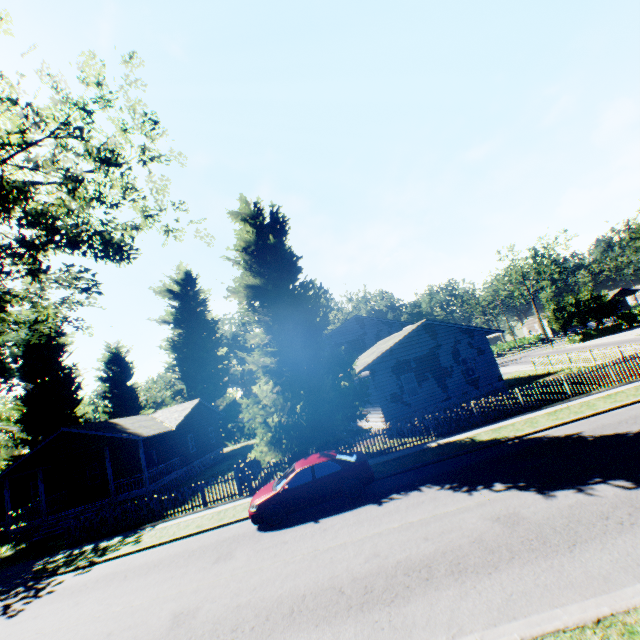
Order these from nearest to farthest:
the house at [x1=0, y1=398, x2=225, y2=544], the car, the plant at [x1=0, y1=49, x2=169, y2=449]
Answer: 1. the plant at [x1=0, y1=49, x2=169, y2=449]
2. the car
3. the house at [x1=0, y1=398, x2=225, y2=544]

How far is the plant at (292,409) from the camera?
15.8m

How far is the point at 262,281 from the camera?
18.1 meters

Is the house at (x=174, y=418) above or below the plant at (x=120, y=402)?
below

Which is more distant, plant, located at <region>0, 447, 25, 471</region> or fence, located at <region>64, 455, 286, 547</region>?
plant, located at <region>0, 447, 25, 471</region>

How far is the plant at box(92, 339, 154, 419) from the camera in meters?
39.7 m

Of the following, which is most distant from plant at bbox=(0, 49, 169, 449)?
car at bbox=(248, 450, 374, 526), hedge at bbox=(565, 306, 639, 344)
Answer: hedge at bbox=(565, 306, 639, 344)

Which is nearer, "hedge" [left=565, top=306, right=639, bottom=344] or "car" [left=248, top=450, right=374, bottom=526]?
"car" [left=248, top=450, right=374, bottom=526]
